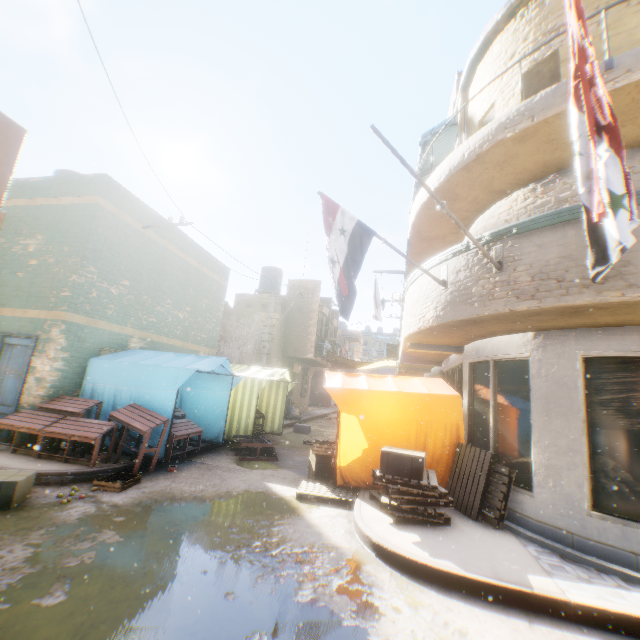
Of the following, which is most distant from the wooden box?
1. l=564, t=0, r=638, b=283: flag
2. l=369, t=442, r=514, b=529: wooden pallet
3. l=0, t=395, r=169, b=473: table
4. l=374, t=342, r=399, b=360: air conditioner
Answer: l=374, t=342, r=399, b=360: air conditioner

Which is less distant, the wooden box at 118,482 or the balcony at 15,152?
the balcony at 15,152

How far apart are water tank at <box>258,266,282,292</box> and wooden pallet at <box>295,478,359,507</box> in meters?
16.4 m

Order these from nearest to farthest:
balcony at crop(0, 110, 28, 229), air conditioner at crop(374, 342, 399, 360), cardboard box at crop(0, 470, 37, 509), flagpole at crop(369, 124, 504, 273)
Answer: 1. balcony at crop(0, 110, 28, 229)
2. flagpole at crop(369, 124, 504, 273)
3. cardboard box at crop(0, 470, 37, 509)
4. air conditioner at crop(374, 342, 399, 360)

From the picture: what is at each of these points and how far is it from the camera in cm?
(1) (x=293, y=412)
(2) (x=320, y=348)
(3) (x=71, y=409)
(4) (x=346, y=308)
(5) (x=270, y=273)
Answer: (1) trash bag, 1883
(2) air conditioner, 2028
(3) table, 712
(4) flag, 557
(5) water tank, 2258

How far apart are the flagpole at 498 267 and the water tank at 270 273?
18.3m

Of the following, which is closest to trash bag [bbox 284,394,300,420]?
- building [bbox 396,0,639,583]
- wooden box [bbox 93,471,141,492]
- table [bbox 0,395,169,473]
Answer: building [bbox 396,0,639,583]

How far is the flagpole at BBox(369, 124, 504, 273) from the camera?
4.12m
